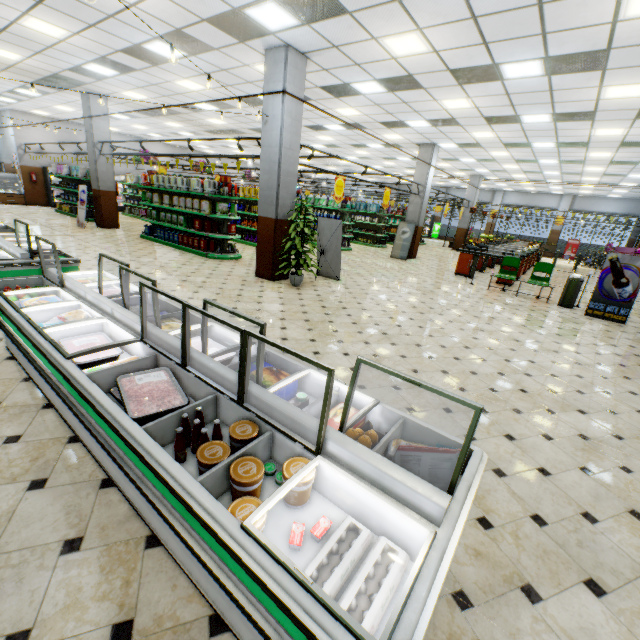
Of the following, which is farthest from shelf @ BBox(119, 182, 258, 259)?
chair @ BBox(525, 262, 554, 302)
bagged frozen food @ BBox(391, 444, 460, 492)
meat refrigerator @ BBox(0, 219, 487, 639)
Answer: bagged frozen food @ BBox(391, 444, 460, 492)

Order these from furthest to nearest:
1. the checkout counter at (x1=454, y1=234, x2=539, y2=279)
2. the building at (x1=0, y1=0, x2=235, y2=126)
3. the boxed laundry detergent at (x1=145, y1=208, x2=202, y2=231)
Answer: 1. the checkout counter at (x1=454, y1=234, x2=539, y2=279)
2. the boxed laundry detergent at (x1=145, y1=208, x2=202, y2=231)
3. the building at (x1=0, y1=0, x2=235, y2=126)

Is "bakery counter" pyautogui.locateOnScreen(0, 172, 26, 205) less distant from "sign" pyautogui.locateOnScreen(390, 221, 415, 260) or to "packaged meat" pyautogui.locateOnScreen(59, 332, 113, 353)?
"sign" pyautogui.locateOnScreen(390, 221, 415, 260)

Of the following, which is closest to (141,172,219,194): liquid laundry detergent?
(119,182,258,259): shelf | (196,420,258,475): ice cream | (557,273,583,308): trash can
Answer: (119,182,258,259): shelf

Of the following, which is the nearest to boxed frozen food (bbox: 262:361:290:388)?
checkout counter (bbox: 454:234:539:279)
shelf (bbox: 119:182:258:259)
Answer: shelf (bbox: 119:182:258:259)

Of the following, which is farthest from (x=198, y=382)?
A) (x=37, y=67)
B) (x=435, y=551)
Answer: (x=37, y=67)

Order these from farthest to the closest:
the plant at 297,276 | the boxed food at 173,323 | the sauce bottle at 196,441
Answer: the plant at 297,276, the boxed food at 173,323, the sauce bottle at 196,441

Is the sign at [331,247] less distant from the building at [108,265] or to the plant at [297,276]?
the building at [108,265]
